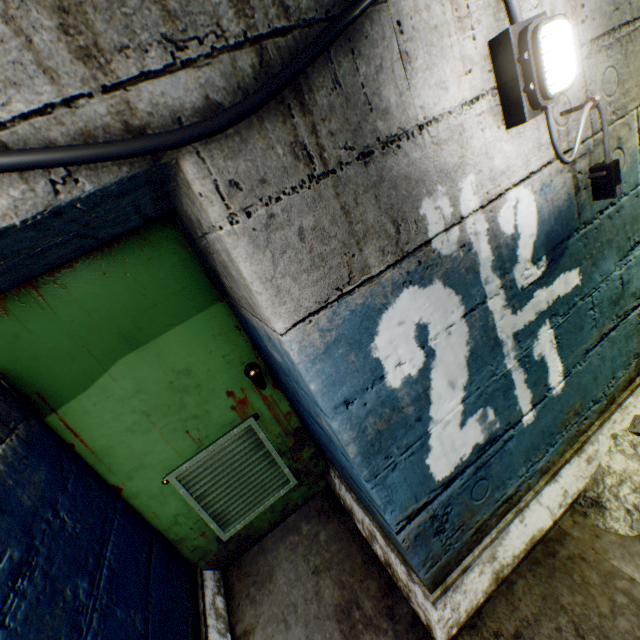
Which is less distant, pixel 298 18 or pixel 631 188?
pixel 298 18

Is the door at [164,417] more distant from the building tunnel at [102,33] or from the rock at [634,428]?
the rock at [634,428]

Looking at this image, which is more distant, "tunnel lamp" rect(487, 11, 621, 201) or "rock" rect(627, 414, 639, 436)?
"rock" rect(627, 414, 639, 436)

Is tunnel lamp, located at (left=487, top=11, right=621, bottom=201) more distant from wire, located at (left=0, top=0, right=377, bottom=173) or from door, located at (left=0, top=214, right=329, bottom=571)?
door, located at (left=0, top=214, right=329, bottom=571)

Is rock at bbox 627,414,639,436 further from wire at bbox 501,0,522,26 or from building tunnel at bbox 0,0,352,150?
wire at bbox 501,0,522,26

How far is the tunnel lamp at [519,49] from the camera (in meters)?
0.95

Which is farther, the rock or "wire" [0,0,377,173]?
the rock
